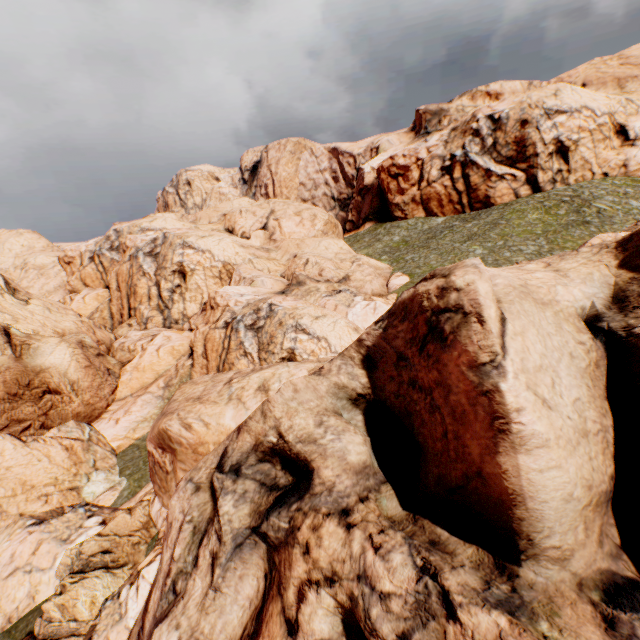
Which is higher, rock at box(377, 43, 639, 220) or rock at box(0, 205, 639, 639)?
rock at box(377, 43, 639, 220)

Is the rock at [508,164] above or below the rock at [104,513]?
above

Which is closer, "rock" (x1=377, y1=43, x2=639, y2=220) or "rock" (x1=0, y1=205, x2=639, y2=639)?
"rock" (x1=0, y1=205, x2=639, y2=639)

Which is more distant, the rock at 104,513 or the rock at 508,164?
the rock at 508,164

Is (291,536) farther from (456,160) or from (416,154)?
(416,154)
